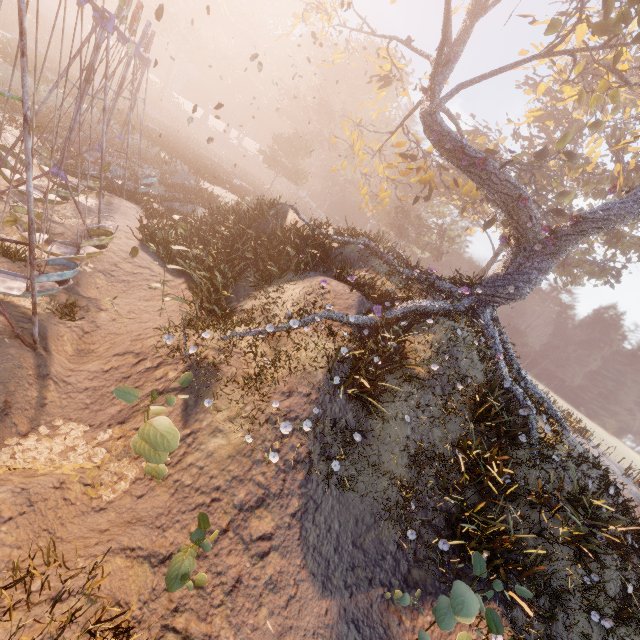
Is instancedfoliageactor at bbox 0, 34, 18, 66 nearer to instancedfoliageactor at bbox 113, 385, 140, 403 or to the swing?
the swing

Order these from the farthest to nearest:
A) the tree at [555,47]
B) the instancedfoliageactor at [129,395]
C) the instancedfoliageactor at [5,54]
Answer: the instancedfoliageactor at [5,54] < the tree at [555,47] < the instancedfoliageactor at [129,395]

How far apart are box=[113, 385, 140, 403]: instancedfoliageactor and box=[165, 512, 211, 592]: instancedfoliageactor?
2.0m

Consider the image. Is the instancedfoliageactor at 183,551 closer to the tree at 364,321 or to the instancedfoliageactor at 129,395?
the instancedfoliageactor at 129,395

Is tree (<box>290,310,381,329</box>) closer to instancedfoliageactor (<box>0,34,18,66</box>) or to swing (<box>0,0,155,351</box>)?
swing (<box>0,0,155,351</box>)

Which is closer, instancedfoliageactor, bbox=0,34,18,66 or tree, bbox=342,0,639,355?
tree, bbox=342,0,639,355

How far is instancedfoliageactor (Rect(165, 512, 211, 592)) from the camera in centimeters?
392cm

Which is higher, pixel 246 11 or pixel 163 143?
pixel 246 11
